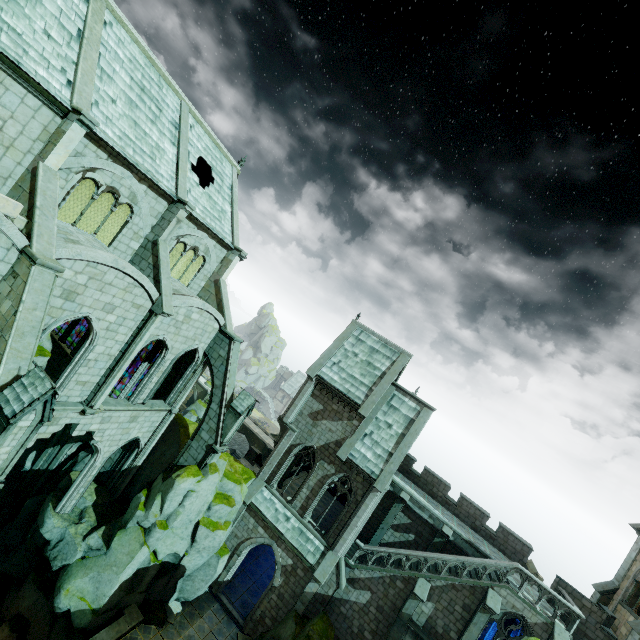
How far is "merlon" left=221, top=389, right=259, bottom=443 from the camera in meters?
20.0 m

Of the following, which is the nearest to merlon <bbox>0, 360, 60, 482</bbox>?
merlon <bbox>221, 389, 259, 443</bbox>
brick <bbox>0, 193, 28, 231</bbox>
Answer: brick <bbox>0, 193, 28, 231</bbox>

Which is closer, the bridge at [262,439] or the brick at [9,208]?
the brick at [9,208]

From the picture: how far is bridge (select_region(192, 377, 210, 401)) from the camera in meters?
54.9

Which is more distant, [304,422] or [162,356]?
[304,422]

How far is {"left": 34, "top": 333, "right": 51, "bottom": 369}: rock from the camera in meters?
12.5 m

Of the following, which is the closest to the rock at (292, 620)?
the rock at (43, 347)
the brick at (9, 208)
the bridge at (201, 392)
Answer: the rock at (43, 347)

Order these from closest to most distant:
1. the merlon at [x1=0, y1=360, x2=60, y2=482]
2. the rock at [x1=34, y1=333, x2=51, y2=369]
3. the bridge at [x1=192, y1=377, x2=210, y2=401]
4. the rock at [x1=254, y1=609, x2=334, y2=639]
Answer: the merlon at [x1=0, y1=360, x2=60, y2=482] < the rock at [x1=34, y1=333, x2=51, y2=369] < the rock at [x1=254, y1=609, x2=334, y2=639] < the bridge at [x1=192, y1=377, x2=210, y2=401]
